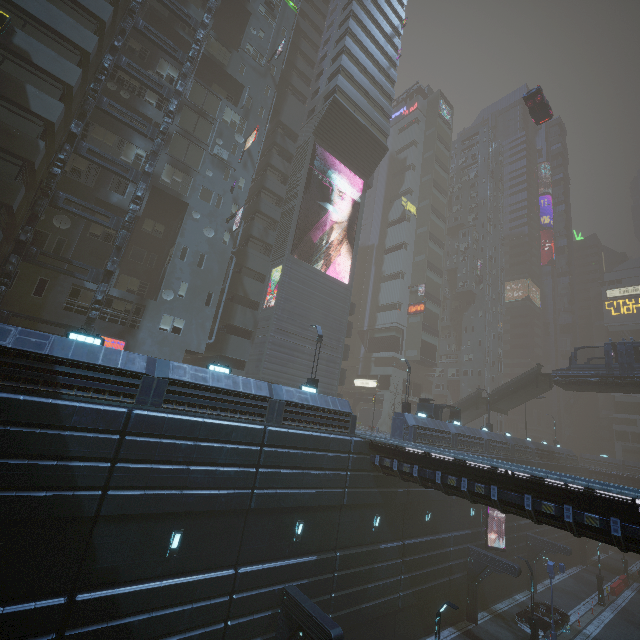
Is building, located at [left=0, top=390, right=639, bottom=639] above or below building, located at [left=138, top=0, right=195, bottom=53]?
below

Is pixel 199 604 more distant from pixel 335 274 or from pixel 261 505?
pixel 335 274

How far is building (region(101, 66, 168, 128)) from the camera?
24.75m

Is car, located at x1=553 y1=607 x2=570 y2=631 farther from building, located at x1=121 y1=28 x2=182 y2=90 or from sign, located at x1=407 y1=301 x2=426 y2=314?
sign, located at x1=407 y1=301 x2=426 y2=314

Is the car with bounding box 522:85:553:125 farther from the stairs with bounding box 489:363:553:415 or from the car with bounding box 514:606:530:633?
the car with bounding box 514:606:530:633

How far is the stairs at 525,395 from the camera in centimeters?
3603cm

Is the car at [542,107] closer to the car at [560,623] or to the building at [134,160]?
the building at [134,160]

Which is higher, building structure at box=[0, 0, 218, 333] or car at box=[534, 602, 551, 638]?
building structure at box=[0, 0, 218, 333]
